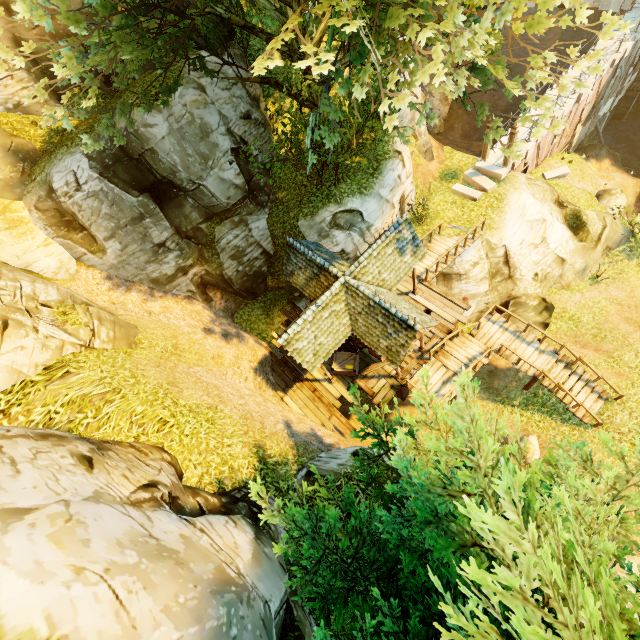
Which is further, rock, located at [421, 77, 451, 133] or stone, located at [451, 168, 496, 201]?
rock, located at [421, 77, 451, 133]

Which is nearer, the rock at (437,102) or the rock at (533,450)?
the rock at (533,450)

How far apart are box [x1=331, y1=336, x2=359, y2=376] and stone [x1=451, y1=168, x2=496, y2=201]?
12.25m

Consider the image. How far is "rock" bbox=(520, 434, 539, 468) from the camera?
14.3 meters

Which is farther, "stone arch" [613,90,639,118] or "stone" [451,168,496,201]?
"stone arch" [613,90,639,118]

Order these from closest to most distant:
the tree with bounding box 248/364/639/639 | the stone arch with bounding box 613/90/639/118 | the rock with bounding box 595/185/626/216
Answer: the tree with bounding box 248/364/639/639, the rock with bounding box 595/185/626/216, the stone arch with bounding box 613/90/639/118

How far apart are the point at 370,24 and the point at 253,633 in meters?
12.7 m

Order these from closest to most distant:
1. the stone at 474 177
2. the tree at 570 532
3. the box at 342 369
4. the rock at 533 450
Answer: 1. the tree at 570 532
2. the rock at 533 450
3. the box at 342 369
4. the stone at 474 177
